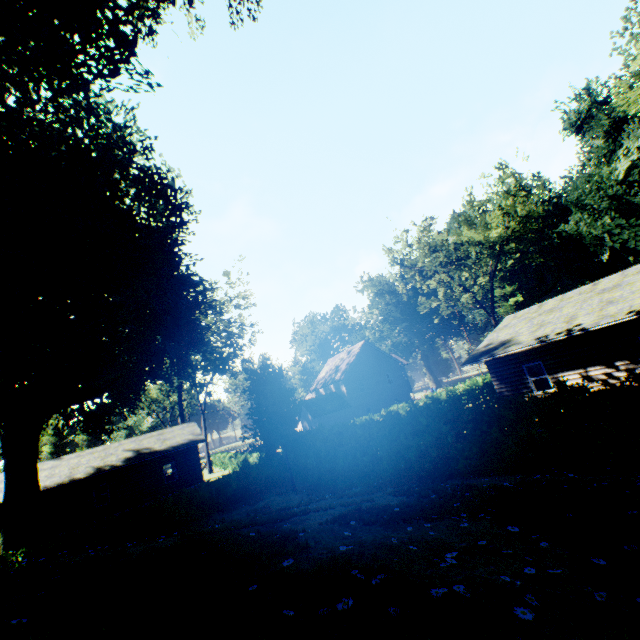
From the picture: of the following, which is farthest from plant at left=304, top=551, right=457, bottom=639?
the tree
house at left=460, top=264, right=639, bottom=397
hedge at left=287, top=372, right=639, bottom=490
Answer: the tree

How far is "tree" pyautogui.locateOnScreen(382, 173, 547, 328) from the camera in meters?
31.2

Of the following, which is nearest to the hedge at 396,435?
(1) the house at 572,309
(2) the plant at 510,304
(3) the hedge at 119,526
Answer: (3) the hedge at 119,526

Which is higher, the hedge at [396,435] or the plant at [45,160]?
the plant at [45,160]

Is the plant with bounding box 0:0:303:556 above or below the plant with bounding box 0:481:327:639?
above

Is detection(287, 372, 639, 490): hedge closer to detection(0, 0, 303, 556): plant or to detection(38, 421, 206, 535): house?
detection(0, 0, 303, 556): plant

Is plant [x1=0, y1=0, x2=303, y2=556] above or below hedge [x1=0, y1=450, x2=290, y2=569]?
above

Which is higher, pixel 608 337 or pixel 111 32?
pixel 111 32
